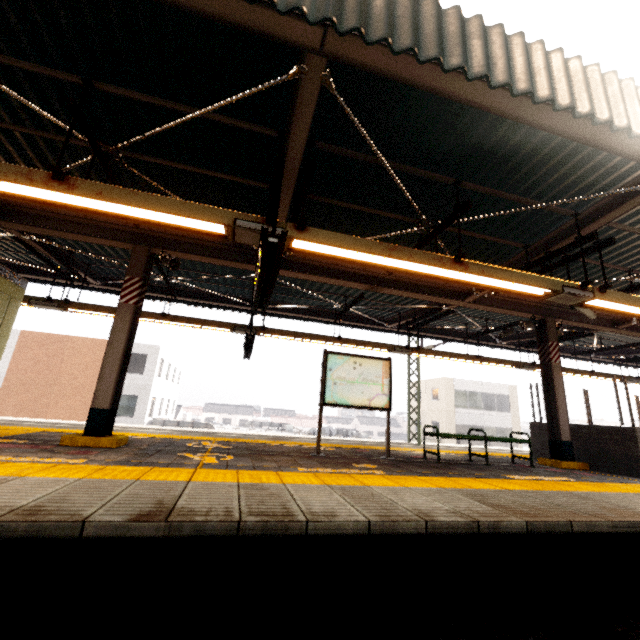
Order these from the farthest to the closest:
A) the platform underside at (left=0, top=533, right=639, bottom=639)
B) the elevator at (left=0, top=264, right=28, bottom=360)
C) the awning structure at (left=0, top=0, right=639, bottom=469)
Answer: the elevator at (left=0, top=264, right=28, bottom=360)
the awning structure at (left=0, top=0, right=639, bottom=469)
the platform underside at (left=0, top=533, right=639, bottom=639)

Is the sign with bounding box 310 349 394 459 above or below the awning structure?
below

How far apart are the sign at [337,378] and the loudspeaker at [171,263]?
3.4m

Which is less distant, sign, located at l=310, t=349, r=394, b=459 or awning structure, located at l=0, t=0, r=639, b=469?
awning structure, located at l=0, t=0, r=639, b=469

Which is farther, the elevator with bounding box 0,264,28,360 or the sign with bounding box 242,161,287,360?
the elevator with bounding box 0,264,28,360

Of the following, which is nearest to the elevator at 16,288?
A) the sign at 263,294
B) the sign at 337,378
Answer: the sign at 263,294

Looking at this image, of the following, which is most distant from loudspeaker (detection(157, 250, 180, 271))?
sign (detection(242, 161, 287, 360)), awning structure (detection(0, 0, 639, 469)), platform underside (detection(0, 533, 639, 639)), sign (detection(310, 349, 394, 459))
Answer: platform underside (detection(0, 533, 639, 639))

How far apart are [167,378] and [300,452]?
25.8m
